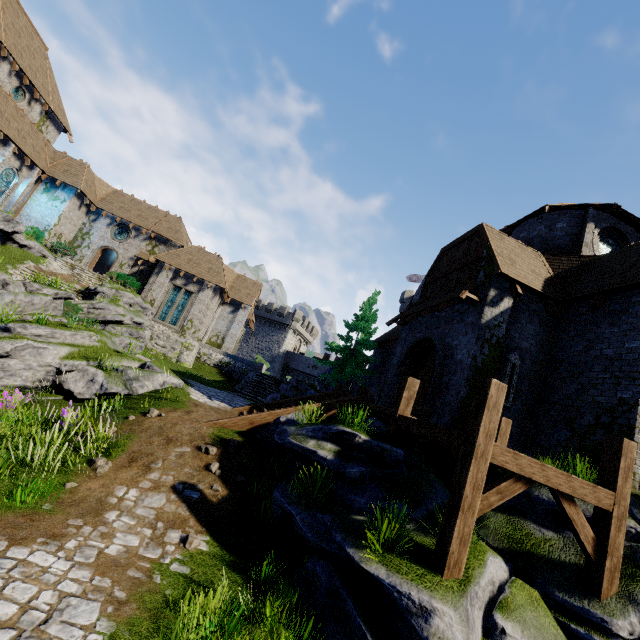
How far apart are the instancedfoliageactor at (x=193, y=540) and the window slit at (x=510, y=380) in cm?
957

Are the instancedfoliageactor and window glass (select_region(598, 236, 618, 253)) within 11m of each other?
no

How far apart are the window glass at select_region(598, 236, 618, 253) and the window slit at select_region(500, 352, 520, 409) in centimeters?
744cm

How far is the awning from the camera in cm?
1141

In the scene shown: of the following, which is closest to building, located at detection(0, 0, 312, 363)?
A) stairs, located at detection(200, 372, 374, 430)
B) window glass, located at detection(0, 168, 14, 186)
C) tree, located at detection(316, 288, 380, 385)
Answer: window glass, located at detection(0, 168, 14, 186)

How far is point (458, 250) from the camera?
15.01m

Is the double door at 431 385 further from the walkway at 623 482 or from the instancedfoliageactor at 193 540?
the instancedfoliageactor at 193 540

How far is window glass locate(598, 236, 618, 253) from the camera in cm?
1445
